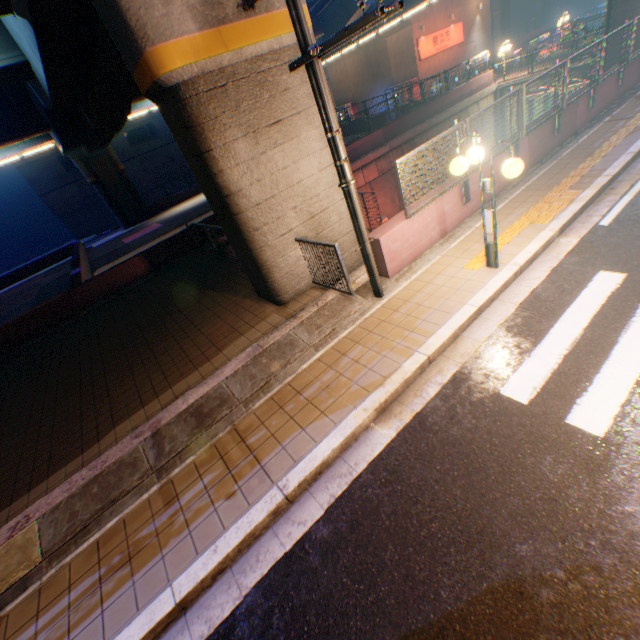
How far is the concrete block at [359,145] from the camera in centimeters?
1850cm

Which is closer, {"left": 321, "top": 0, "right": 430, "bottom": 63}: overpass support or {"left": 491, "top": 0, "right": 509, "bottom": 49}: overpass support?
{"left": 321, "top": 0, "right": 430, "bottom": 63}: overpass support

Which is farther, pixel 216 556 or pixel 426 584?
pixel 216 556

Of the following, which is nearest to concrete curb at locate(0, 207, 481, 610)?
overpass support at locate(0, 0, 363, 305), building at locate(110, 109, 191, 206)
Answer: overpass support at locate(0, 0, 363, 305)

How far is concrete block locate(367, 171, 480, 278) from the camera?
6.8 meters

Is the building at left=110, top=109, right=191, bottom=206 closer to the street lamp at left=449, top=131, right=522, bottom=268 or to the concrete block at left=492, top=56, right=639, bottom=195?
the concrete block at left=492, top=56, right=639, bottom=195

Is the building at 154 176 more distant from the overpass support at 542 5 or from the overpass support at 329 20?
the overpass support at 542 5

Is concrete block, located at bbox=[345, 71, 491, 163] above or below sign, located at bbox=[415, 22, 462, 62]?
below
